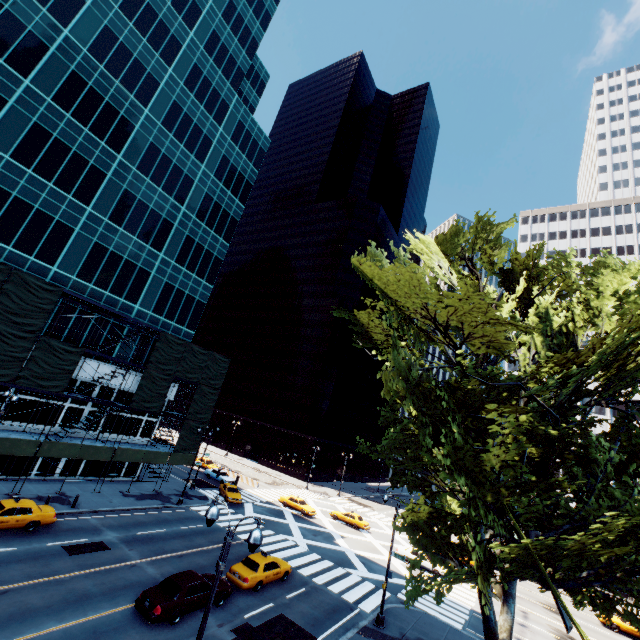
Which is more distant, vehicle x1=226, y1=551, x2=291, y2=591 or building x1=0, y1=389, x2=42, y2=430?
building x1=0, y1=389, x2=42, y2=430

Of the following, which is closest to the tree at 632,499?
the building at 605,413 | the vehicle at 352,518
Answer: the building at 605,413

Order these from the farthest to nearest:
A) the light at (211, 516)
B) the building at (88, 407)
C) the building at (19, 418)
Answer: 1. the building at (88, 407)
2. the building at (19, 418)
3. the light at (211, 516)

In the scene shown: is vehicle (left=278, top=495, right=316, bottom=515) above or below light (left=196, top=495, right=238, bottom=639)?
below

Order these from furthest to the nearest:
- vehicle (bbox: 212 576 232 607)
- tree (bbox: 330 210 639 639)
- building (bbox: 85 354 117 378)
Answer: building (bbox: 85 354 117 378), vehicle (bbox: 212 576 232 607), tree (bbox: 330 210 639 639)

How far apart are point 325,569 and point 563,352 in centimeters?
2455cm

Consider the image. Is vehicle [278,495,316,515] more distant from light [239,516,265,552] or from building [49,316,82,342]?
light [239,516,265,552]
